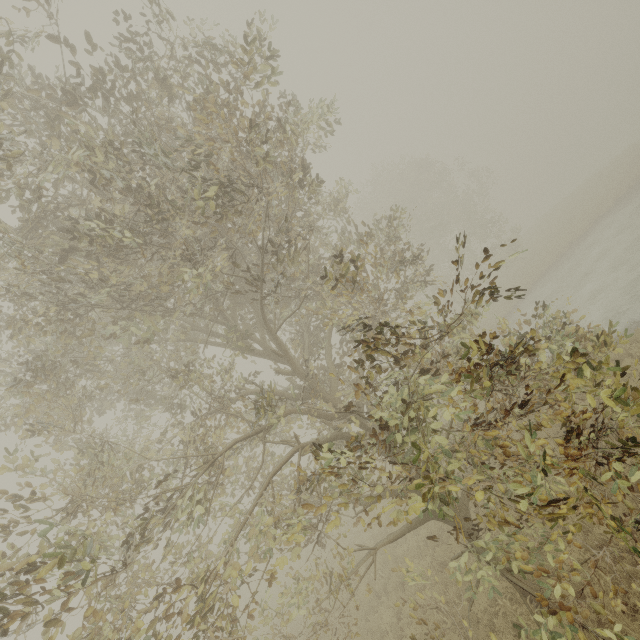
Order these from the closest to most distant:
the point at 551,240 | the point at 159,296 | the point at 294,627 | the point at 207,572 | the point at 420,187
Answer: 1. the point at 207,572
2. the point at 159,296
3. the point at 294,627
4. the point at 551,240
5. the point at 420,187
